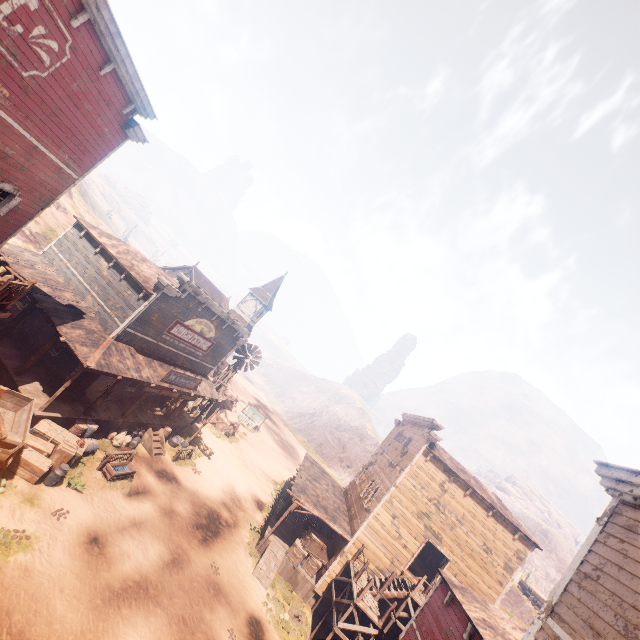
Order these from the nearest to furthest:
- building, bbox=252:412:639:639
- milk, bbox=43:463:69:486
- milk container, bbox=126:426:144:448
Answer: building, bbox=252:412:639:639, milk, bbox=43:463:69:486, milk container, bbox=126:426:144:448

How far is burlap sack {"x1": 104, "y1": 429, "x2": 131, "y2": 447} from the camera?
16.6 meters

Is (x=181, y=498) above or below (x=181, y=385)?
below

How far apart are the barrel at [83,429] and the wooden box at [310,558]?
11.81m

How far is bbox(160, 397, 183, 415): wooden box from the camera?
21.9m

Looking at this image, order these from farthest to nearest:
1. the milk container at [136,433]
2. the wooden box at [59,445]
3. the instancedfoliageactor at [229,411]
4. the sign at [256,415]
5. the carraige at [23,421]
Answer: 1. the sign at [256,415]
2. the instancedfoliageactor at [229,411]
3. the milk container at [136,433]
4. the wooden box at [59,445]
5. the carraige at [23,421]

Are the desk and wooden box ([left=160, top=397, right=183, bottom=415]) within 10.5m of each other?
no

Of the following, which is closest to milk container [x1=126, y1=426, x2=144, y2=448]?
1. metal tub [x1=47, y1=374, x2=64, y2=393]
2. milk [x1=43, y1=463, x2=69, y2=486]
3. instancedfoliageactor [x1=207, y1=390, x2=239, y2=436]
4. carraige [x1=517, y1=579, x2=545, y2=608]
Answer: metal tub [x1=47, y1=374, x2=64, y2=393]
